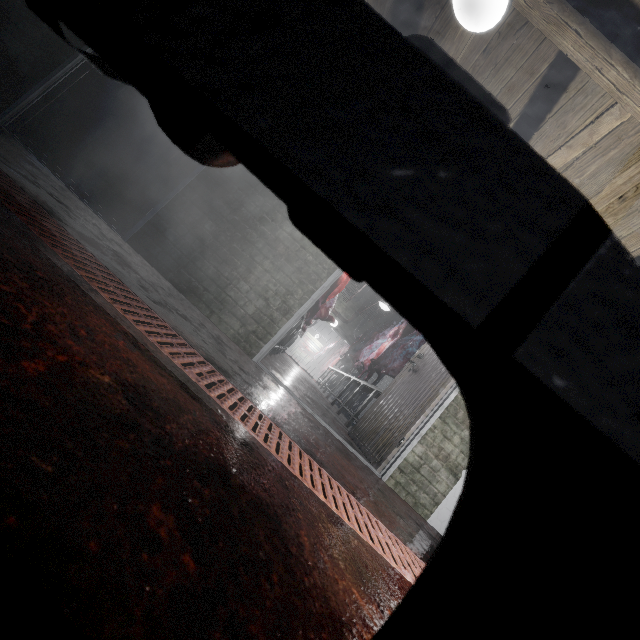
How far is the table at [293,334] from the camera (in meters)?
4.14

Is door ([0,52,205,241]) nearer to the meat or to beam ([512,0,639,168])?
beam ([512,0,639,168])

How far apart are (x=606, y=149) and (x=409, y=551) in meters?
2.8

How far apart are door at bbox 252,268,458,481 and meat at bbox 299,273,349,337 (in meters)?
1.70

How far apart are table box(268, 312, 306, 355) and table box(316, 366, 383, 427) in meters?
1.6

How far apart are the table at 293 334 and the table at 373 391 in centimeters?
159cm

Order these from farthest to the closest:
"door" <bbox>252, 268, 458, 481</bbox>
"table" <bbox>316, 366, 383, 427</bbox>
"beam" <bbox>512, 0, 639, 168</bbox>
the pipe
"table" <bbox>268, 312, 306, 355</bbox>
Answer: "table" <bbox>316, 366, 383, 427</bbox> < "table" <bbox>268, 312, 306, 355</bbox> < "door" <bbox>252, 268, 458, 481</bbox> < "beam" <bbox>512, 0, 639, 168</bbox> < the pipe
